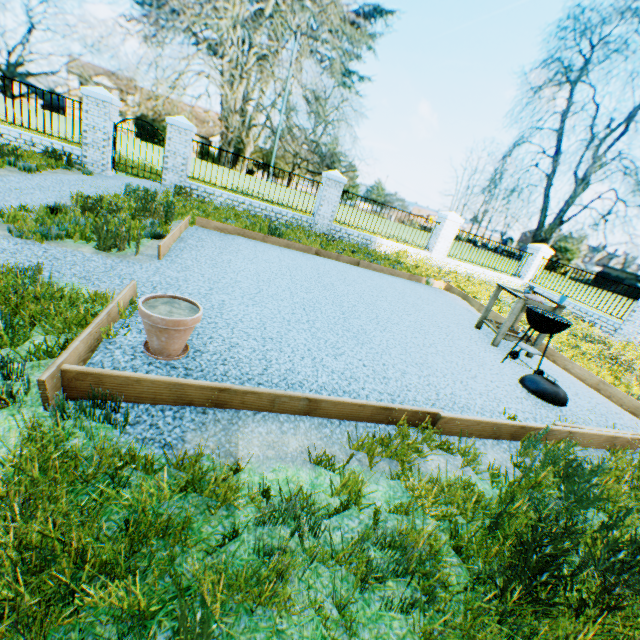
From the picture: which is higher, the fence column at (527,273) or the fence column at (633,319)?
the fence column at (527,273)

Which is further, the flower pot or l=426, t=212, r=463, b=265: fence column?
l=426, t=212, r=463, b=265: fence column

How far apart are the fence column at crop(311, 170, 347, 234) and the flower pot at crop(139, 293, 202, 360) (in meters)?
10.66

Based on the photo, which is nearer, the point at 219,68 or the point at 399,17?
the point at 399,17

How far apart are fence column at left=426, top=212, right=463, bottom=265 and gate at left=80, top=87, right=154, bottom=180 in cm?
1268

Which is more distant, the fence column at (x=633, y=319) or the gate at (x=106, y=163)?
the fence column at (x=633, y=319)

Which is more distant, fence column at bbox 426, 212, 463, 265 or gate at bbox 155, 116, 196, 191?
fence column at bbox 426, 212, 463, 265

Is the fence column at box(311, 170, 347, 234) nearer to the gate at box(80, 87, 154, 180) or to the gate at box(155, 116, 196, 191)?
the gate at box(155, 116, 196, 191)
